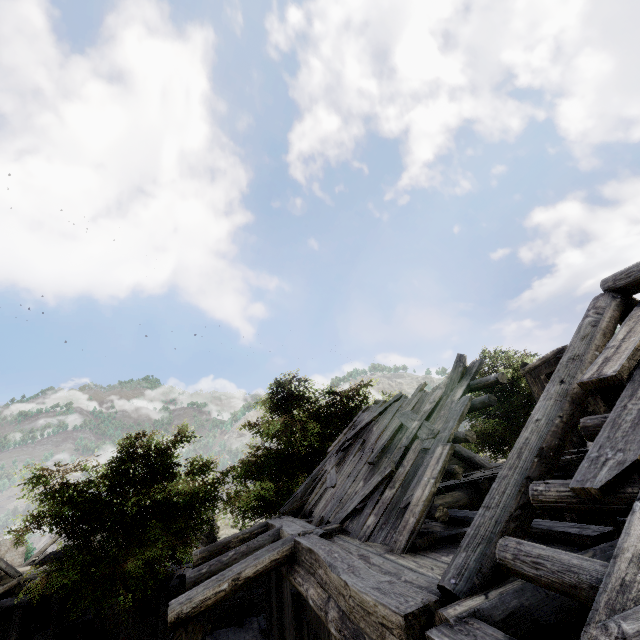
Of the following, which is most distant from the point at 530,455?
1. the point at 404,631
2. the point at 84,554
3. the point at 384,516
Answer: the point at 84,554

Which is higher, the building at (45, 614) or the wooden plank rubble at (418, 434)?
the wooden plank rubble at (418, 434)

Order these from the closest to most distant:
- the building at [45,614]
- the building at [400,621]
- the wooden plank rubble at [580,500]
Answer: the wooden plank rubble at [580,500]
the building at [400,621]
the building at [45,614]

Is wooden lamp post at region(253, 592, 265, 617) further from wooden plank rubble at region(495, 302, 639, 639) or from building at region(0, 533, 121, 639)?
wooden plank rubble at region(495, 302, 639, 639)

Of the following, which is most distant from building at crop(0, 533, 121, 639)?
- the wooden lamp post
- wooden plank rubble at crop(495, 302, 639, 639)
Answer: the wooden lamp post

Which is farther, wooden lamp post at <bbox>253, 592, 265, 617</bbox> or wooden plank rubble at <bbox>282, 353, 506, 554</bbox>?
wooden lamp post at <bbox>253, 592, 265, 617</bbox>

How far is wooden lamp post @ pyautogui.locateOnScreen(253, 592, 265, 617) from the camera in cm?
1973

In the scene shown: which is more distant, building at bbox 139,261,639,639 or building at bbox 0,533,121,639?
building at bbox 0,533,121,639
